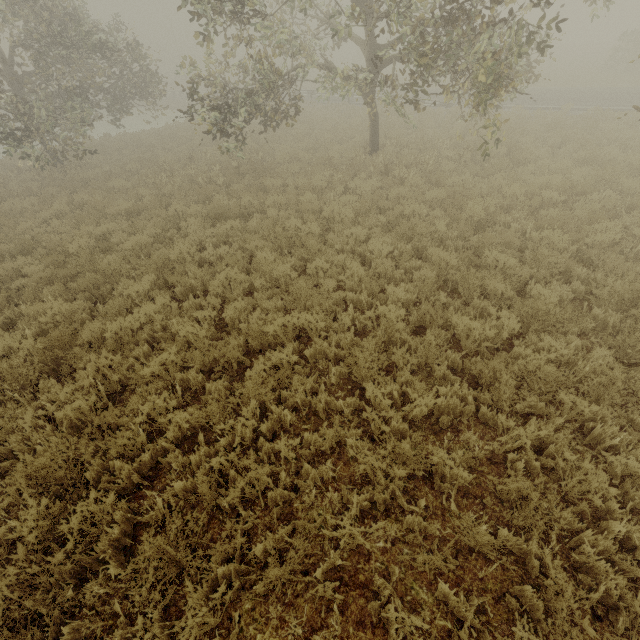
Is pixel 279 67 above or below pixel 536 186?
above
